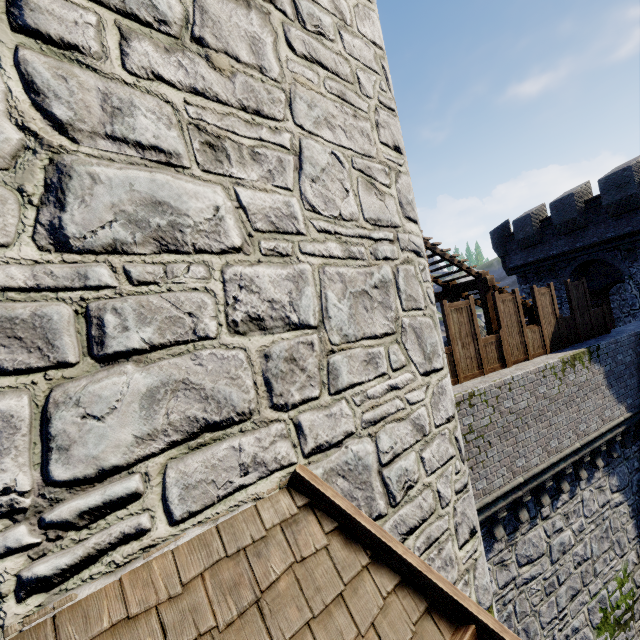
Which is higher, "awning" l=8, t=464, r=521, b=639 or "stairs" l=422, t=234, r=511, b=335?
"stairs" l=422, t=234, r=511, b=335

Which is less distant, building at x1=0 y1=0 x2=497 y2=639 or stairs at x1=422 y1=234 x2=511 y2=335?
building at x1=0 y1=0 x2=497 y2=639

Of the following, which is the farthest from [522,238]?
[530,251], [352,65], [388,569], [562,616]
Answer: [388,569]

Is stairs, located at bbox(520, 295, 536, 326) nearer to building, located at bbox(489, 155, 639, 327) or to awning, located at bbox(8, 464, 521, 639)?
building, located at bbox(489, 155, 639, 327)

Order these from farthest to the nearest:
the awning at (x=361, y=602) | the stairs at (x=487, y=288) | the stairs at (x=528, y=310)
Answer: the stairs at (x=528, y=310)
the stairs at (x=487, y=288)
the awning at (x=361, y=602)

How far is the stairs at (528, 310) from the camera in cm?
1088

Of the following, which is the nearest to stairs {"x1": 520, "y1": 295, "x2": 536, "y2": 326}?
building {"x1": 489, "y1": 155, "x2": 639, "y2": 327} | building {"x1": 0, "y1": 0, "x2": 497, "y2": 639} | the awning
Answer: building {"x1": 0, "y1": 0, "x2": 497, "y2": 639}
